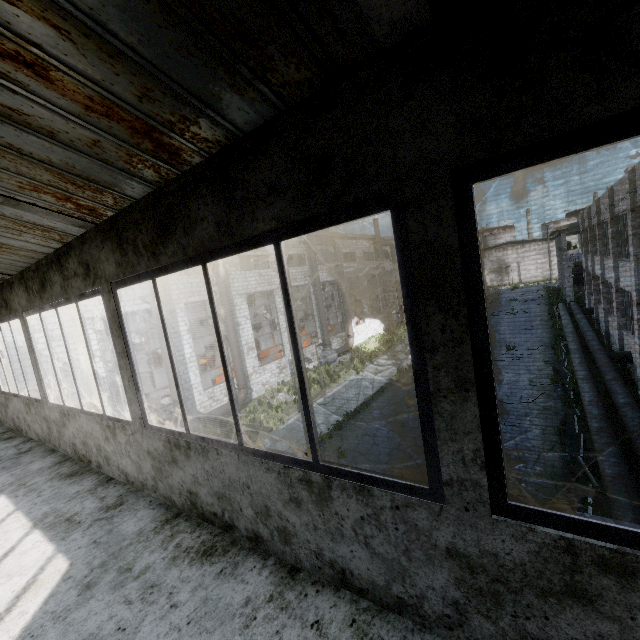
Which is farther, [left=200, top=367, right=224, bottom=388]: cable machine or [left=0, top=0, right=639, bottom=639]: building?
[left=200, top=367, right=224, bottom=388]: cable machine

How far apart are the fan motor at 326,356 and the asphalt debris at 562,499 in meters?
17.2

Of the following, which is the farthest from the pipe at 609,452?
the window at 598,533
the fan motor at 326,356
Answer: the fan motor at 326,356

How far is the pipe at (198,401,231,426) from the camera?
16.8 meters

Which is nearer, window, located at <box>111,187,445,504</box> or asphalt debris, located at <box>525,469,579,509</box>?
window, located at <box>111,187,445,504</box>

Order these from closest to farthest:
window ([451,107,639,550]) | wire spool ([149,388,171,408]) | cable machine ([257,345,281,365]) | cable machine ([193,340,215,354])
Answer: window ([451,107,639,550]), wire spool ([149,388,171,408]), cable machine ([257,345,281,365]), cable machine ([193,340,215,354])

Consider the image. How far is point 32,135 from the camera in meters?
1.9 m

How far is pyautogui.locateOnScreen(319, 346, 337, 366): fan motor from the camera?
26.08m
